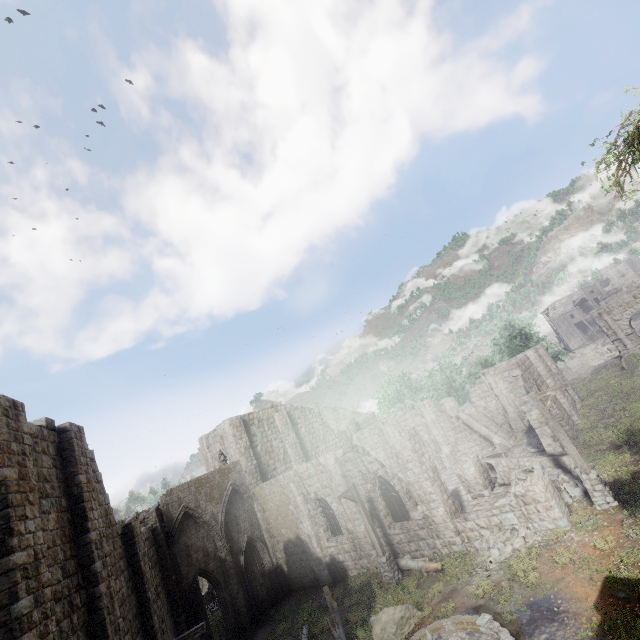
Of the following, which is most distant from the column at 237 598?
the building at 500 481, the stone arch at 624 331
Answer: the stone arch at 624 331

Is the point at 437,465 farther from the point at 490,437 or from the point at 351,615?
the point at 351,615

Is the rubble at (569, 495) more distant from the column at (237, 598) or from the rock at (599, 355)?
the rock at (599, 355)

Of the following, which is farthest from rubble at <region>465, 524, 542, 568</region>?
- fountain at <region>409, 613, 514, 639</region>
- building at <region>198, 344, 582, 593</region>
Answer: fountain at <region>409, 613, 514, 639</region>

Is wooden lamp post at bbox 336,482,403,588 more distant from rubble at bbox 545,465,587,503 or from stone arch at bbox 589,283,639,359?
stone arch at bbox 589,283,639,359

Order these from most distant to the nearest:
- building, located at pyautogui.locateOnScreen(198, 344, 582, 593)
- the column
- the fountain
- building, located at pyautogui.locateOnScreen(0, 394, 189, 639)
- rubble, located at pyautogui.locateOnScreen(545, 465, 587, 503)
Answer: the column < building, located at pyautogui.locateOnScreen(198, 344, 582, 593) < rubble, located at pyautogui.locateOnScreen(545, 465, 587, 503) < the fountain < building, located at pyautogui.locateOnScreen(0, 394, 189, 639)

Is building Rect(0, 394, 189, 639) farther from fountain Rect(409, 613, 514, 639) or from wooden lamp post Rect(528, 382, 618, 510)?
fountain Rect(409, 613, 514, 639)
